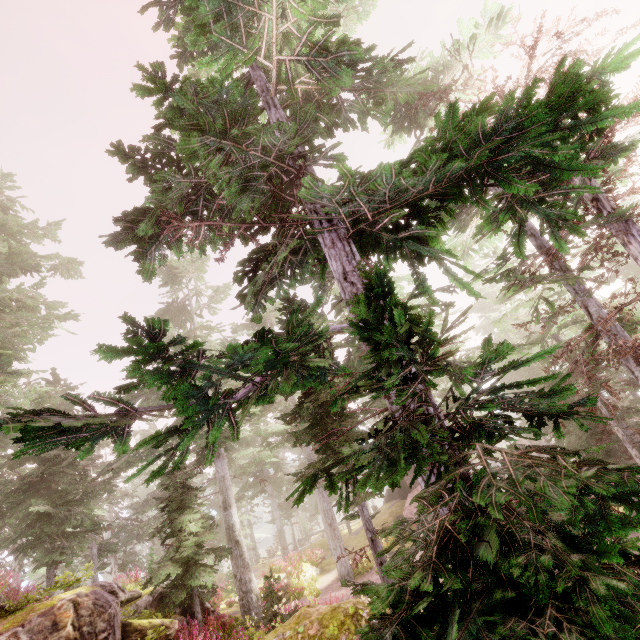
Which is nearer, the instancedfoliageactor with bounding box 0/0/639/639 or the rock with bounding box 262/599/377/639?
the instancedfoliageactor with bounding box 0/0/639/639

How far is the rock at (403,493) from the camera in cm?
2811

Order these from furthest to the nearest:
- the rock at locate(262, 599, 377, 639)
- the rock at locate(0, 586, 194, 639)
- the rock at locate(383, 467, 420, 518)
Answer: the rock at locate(383, 467, 420, 518) → the rock at locate(0, 586, 194, 639) → the rock at locate(262, 599, 377, 639)

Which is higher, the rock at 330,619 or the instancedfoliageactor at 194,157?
the instancedfoliageactor at 194,157

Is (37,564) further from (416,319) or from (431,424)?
(416,319)

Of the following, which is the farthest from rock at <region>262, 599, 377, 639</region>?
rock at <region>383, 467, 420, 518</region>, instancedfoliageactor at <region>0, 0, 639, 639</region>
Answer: rock at <region>383, 467, 420, 518</region>

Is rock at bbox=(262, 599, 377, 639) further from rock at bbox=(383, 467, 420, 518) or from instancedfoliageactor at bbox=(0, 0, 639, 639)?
rock at bbox=(383, 467, 420, 518)
